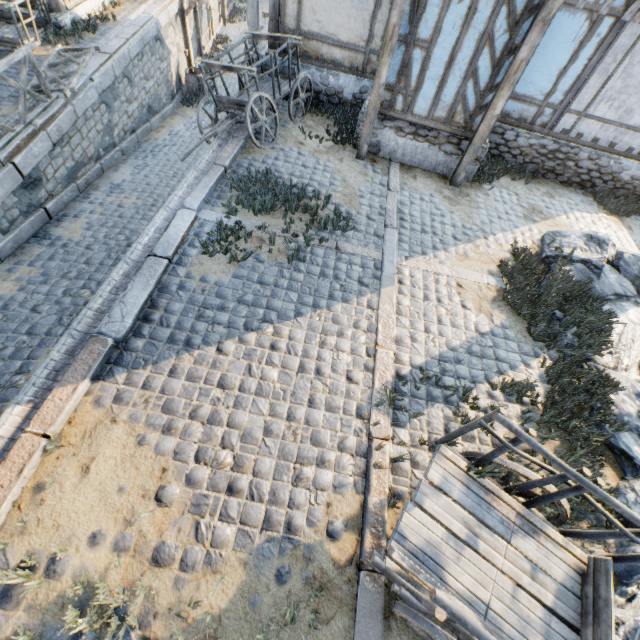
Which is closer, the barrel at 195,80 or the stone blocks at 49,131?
the stone blocks at 49,131

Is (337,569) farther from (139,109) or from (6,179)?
(139,109)

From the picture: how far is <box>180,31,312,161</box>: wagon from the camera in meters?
7.4 m

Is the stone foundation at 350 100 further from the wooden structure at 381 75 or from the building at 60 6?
the building at 60 6

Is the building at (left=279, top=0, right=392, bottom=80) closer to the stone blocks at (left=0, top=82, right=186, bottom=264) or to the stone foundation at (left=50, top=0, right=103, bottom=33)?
the stone blocks at (left=0, top=82, right=186, bottom=264)

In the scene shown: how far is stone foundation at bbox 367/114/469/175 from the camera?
8.1 meters

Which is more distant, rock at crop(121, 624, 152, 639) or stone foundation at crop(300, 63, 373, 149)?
stone foundation at crop(300, 63, 373, 149)
